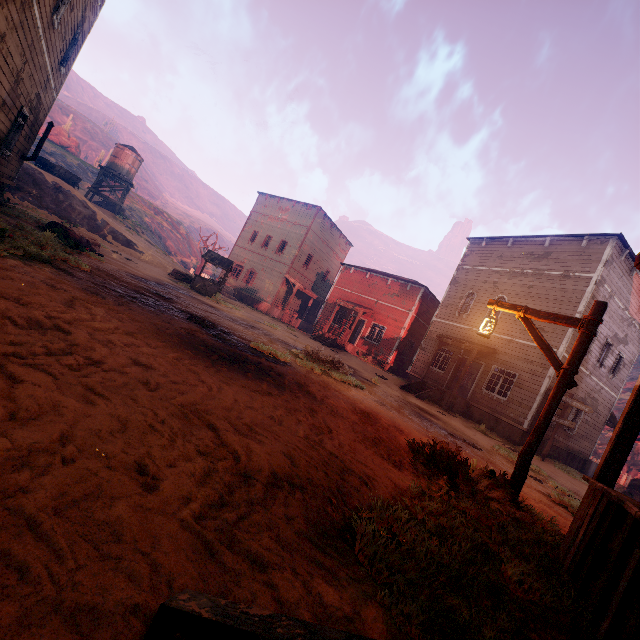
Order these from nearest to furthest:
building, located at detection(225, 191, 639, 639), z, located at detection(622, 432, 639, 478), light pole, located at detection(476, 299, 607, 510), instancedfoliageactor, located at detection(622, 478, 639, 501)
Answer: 1. building, located at detection(225, 191, 639, 639)
2. light pole, located at detection(476, 299, 607, 510)
3. instancedfoliageactor, located at detection(622, 478, 639, 501)
4. z, located at detection(622, 432, 639, 478)

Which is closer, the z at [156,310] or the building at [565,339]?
the z at [156,310]

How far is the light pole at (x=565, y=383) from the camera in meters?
4.7 m

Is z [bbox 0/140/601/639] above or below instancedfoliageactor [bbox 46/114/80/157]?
below

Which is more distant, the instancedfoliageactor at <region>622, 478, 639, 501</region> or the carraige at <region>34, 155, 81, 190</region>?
the carraige at <region>34, 155, 81, 190</region>

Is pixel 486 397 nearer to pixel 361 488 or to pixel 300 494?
pixel 361 488

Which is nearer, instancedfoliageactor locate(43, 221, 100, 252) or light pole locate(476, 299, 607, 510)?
light pole locate(476, 299, 607, 510)

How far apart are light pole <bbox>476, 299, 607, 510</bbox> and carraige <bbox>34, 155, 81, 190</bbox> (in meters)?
35.22
